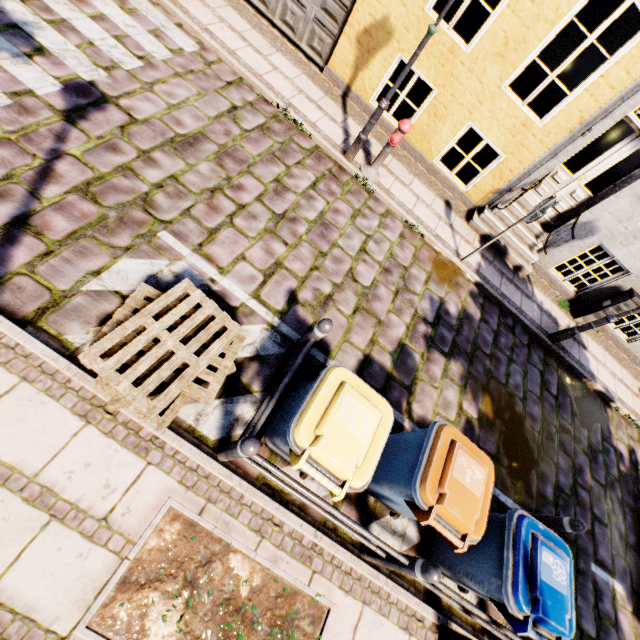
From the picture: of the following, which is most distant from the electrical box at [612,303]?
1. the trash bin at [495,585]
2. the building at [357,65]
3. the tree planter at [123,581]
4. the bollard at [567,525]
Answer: the tree planter at [123,581]

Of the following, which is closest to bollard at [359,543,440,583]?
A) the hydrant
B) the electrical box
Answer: the hydrant

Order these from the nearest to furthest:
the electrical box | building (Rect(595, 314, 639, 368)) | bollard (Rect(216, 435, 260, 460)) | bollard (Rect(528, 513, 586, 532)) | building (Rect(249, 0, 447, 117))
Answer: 1. bollard (Rect(216, 435, 260, 460))
2. bollard (Rect(528, 513, 586, 532))
3. building (Rect(249, 0, 447, 117))
4. the electrical box
5. building (Rect(595, 314, 639, 368))

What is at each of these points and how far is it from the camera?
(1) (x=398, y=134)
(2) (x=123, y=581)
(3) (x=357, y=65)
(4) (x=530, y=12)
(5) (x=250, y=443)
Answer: (1) hydrant, 5.8 meters
(2) tree planter, 2.6 meters
(3) building, 6.9 meters
(4) building, 5.3 meters
(5) bollard, 2.5 meters

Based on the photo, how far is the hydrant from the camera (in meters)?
5.68

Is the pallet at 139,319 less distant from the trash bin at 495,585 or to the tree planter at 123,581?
the tree planter at 123,581

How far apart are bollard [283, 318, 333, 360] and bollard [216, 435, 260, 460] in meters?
1.3

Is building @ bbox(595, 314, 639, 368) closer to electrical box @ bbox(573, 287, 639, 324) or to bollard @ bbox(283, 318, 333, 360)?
electrical box @ bbox(573, 287, 639, 324)
